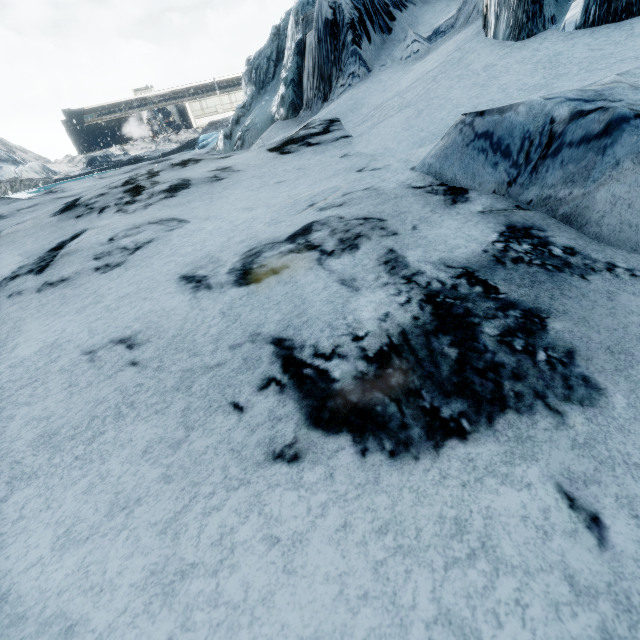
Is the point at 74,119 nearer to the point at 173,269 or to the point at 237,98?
the point at 237,98
